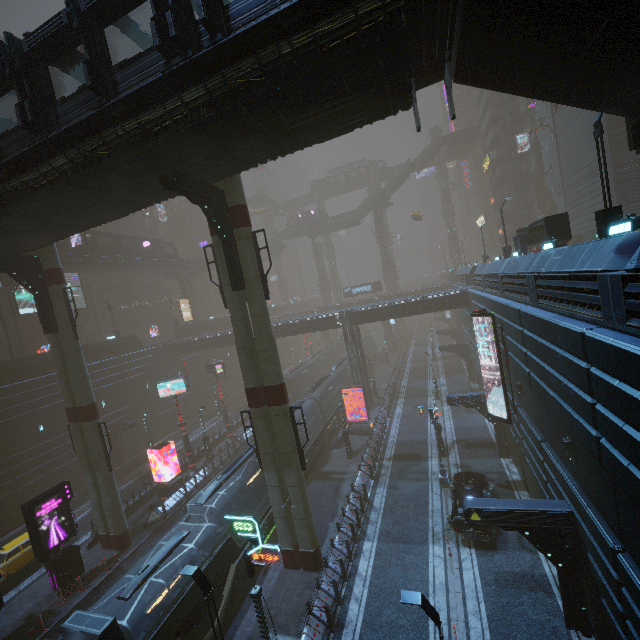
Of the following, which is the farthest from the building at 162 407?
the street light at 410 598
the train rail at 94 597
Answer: the street light at 410 598

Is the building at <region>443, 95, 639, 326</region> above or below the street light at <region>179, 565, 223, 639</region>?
above

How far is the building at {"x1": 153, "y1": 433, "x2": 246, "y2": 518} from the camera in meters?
24.9

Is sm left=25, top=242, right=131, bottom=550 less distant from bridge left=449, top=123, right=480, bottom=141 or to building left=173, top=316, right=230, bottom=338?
building left=173, top=316, right=230, bottom=338

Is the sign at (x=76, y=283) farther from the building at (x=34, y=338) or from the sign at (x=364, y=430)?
the sign at (x=364, y=430)

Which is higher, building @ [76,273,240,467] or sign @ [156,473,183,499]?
building @ [76,273,240,467]

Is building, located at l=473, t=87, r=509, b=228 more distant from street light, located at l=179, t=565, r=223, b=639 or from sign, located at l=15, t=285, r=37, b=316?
street light, located at l=179, t=565, r=223, b=639

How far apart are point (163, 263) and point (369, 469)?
41.5m
